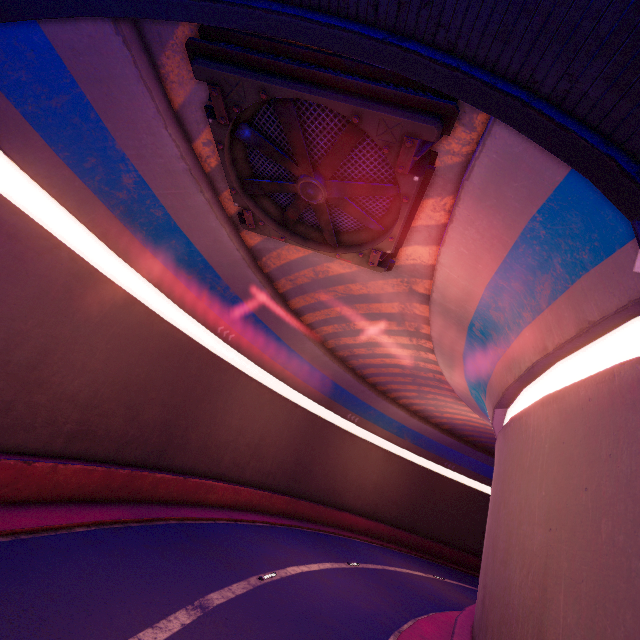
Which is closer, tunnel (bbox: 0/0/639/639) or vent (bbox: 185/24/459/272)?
tunnel (bbox: 0/0/639/639)

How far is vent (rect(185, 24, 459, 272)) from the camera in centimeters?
640cm

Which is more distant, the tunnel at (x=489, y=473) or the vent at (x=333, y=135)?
the vent at (x=333, y=135)

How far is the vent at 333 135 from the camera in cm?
640

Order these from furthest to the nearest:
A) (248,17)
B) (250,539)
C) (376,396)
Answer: (376,396)
(250,539)
(248,17)
